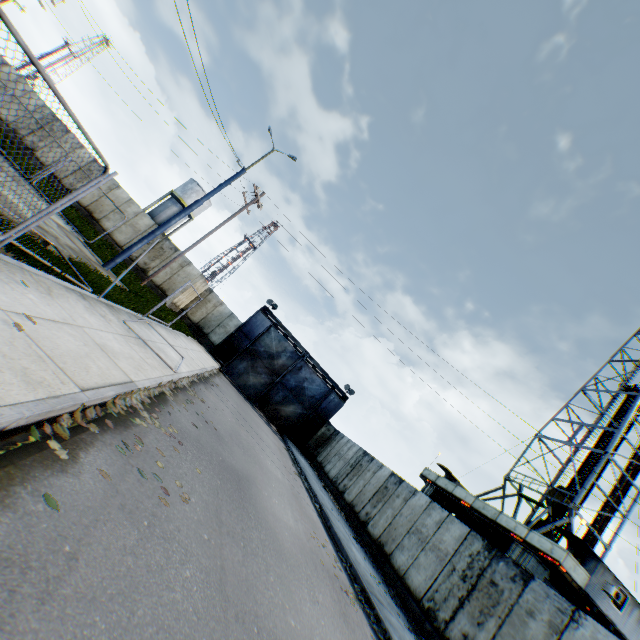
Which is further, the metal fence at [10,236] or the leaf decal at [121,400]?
the leaf decal at [121,400]

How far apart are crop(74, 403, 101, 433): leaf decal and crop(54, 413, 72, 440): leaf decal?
0.13m

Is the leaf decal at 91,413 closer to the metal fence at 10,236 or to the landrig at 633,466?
the metal fence at 10,236

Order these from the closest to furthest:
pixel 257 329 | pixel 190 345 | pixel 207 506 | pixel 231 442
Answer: pixel 207 506
pixel 231 442
pixel 190 345
pixel 257 329

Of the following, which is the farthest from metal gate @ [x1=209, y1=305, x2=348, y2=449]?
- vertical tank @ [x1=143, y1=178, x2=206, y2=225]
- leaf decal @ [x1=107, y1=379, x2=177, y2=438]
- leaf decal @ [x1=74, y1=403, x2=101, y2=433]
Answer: leaf decal @ [x1=74, y1=403, x2=101, y2=433]

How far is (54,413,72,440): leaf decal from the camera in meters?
3.3 m

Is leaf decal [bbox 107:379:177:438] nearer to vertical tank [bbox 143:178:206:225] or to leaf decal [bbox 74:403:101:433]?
leaf decal [bbox 74:403:101:433]

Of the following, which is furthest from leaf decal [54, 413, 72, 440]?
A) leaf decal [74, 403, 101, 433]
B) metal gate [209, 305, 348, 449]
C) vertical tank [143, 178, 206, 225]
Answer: vertical tank [143, 178, 206, 225]
